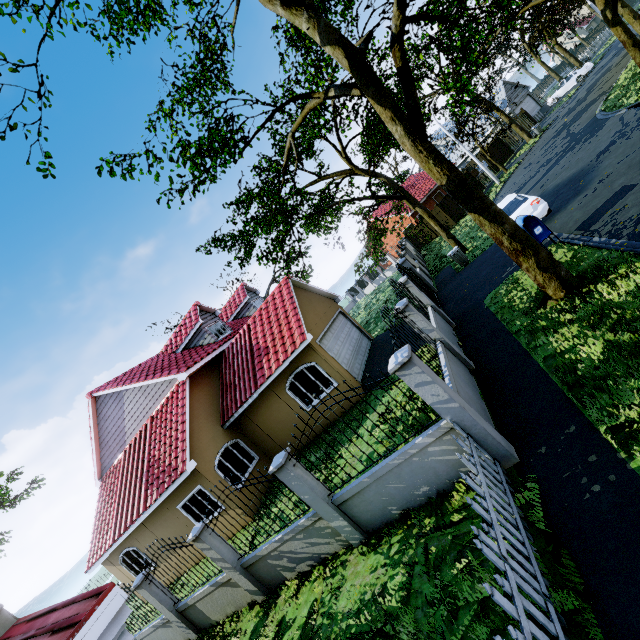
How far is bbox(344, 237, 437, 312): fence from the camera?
16.86m

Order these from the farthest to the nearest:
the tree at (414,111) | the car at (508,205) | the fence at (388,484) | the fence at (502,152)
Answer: the fence at (502,152) < the car at (508,205) < the tree at (414,111) < the fence at (388,484)

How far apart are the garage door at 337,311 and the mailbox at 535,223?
7.78m

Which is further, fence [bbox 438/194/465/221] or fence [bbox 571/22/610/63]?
fence [bbox 571/22/610/63]

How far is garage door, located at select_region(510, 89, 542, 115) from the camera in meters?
39.0

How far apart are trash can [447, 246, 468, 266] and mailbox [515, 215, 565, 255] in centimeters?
593cm

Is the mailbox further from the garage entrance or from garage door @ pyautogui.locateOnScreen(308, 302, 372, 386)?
garage door @ pyautogui.locateOnScreen(308, 302, 372, 386)

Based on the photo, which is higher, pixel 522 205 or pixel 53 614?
pixel 53 614
